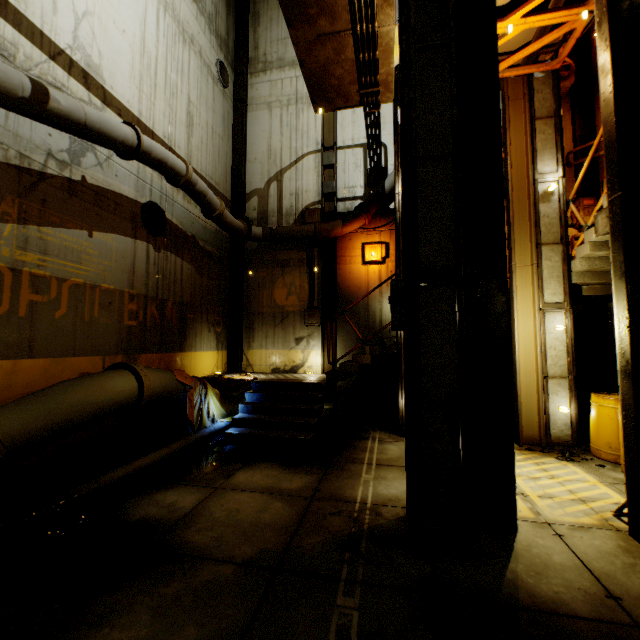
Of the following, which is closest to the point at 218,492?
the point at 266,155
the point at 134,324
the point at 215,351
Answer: the point at 134,324

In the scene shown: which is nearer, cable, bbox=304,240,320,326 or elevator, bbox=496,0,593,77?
elevator, bbox=496,0,593,77

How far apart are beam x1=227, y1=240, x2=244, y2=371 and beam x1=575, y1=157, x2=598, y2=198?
10.55m

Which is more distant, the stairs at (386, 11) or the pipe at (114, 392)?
the stairs at (386, 11)

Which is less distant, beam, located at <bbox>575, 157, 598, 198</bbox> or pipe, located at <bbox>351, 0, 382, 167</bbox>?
pipe, located at <bbox>351, 0, 382, 167</bbox>

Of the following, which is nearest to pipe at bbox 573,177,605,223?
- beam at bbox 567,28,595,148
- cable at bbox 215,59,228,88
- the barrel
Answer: beam at bbox 567,28,595,148

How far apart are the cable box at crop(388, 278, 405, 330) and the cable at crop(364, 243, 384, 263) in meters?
6.1 m

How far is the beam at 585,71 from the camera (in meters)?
9.43
